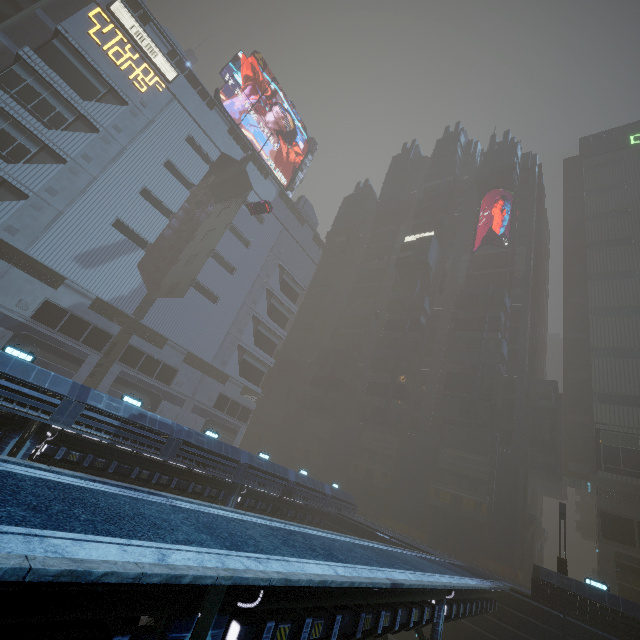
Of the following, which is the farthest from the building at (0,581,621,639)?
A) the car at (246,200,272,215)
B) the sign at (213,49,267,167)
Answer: the car at (246,200,272,215)

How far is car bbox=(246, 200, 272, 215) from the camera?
43.62m

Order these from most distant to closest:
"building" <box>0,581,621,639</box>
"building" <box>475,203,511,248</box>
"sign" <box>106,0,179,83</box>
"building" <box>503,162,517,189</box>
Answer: "building" <box>503,162,517,189</box> → "building" <box>475,203,511,248</box> → "sign" <box>106,0,179,83</box> → "building" <box>0,581,621,639</box>

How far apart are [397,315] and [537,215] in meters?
32.2

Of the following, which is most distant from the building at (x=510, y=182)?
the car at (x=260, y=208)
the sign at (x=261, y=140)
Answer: the car at (x=260, y=208)

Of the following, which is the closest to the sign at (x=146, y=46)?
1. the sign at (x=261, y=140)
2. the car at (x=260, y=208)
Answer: the sign at (x=261, y=140)

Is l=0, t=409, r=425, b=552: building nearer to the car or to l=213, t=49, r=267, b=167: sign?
l=213, t=49, r=267, b=167: sign

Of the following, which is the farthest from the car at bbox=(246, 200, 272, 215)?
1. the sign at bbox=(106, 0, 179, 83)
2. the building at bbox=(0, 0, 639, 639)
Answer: the sign at bbox=(106, 0, 179, 83)
